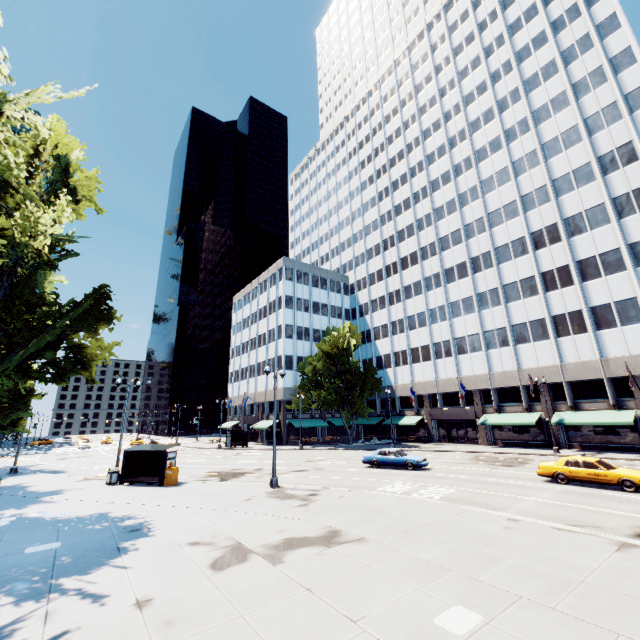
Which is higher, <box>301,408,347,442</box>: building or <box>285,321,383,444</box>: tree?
<box>285,321,383,444</box>: tree

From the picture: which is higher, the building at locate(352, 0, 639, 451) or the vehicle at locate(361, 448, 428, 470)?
the building at locate(352, 0, 639, 451)

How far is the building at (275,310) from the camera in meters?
52.6 m

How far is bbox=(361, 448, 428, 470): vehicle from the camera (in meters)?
24.89

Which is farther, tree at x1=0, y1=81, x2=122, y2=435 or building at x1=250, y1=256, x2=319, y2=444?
building at x1=250, y1=256, x2=319, y2=444

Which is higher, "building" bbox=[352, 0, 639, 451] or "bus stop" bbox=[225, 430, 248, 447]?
"building" bbox=[352, 0, 639, 451]

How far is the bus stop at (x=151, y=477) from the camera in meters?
21.1 m

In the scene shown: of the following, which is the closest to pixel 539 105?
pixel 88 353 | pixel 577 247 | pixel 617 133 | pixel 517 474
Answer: pixel 617 133
